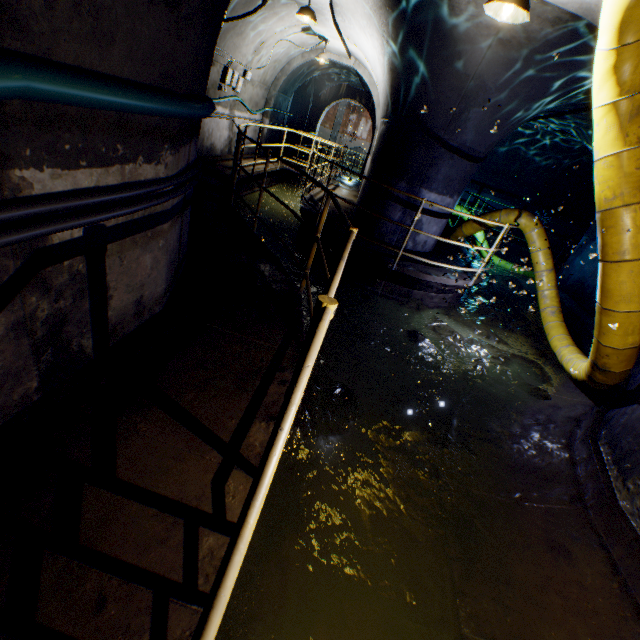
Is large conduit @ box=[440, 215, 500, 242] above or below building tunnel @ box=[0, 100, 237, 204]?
below

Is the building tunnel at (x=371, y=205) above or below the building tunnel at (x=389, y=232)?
above

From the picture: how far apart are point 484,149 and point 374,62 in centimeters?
312cm

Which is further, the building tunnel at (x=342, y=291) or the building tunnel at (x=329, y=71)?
the building tunnel at (x=329, y=71)

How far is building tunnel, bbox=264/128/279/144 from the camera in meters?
13.4

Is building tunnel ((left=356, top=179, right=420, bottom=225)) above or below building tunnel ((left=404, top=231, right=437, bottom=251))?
above

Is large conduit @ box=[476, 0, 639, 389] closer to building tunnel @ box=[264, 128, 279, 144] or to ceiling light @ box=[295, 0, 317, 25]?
building tunnel @ box=[264, 128, 279, 144]

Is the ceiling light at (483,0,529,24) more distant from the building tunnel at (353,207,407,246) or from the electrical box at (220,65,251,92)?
the electrical box at (220,65,251,92)
